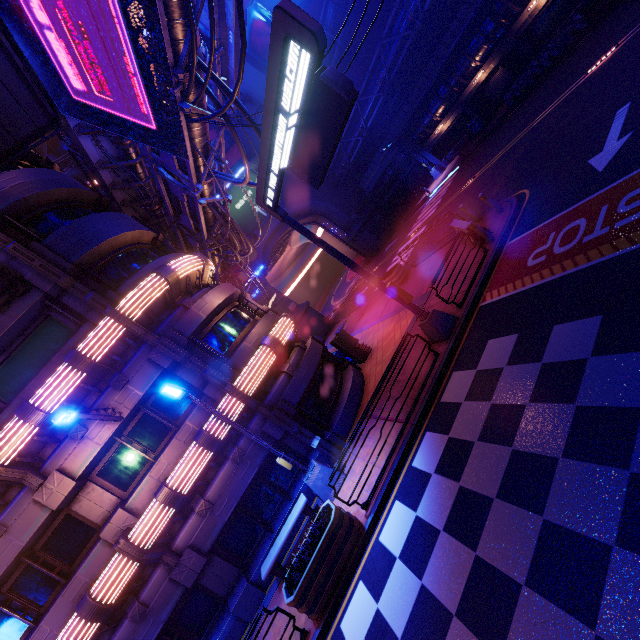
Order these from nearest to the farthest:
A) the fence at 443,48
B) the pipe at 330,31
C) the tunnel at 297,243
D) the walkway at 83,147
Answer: the walkway at 83,147
the fence at 443,48
the pipe at 330,31
the tunnel at 297,243

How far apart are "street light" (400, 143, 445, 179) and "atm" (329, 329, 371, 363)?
23.3 meters

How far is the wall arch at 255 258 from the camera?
35.55m

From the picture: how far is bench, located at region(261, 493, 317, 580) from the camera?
9.6 meters

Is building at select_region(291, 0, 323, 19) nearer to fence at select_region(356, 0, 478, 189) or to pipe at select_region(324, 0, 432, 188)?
pipe at select_region(324, 0, 432, 188)

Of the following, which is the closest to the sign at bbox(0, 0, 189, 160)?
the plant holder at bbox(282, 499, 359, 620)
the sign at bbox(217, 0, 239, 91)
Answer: the sign at bbox(217, 0, 239, 91)

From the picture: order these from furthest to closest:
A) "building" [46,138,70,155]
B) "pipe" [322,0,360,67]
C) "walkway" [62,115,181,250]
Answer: "building" [46,138,70,155], "pipe" [322,0,360,67], "walkway" [62,115,181,250]

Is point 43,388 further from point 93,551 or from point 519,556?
point 519,556
